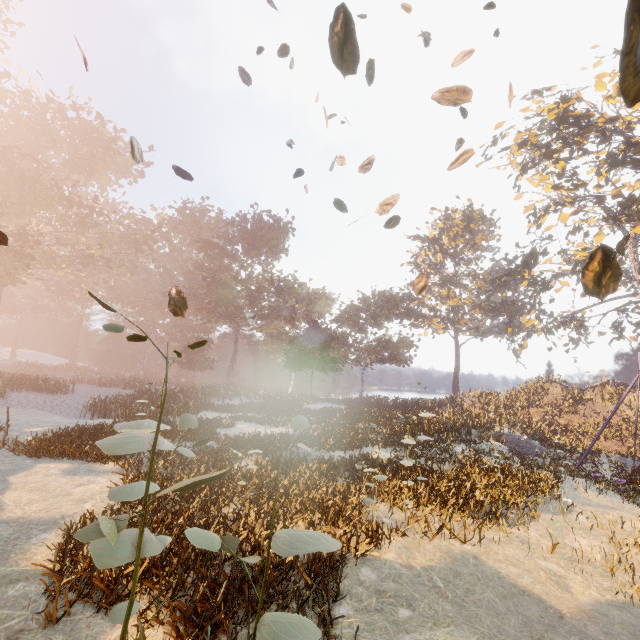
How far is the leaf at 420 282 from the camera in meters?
4.1

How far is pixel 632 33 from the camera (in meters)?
1.04

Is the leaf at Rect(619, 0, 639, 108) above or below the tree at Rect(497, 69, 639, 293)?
below

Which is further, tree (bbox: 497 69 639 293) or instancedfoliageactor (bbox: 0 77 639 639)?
tree (bbox: 497 69 639 293)

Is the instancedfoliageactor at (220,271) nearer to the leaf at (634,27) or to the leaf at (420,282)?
the leaf at (420,282)

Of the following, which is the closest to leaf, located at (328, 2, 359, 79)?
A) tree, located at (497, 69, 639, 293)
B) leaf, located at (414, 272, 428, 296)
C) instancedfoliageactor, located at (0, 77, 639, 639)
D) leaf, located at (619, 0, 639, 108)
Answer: leaf, located at (619, 0, 639, 108)

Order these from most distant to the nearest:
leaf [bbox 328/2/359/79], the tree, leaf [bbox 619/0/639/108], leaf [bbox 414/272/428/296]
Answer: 1. the tree
2. leaf [bbox 414/272/428/296]
3. leaf [bbox 328/2/359/79]
4. leaf [bbox 619/0/639/108]

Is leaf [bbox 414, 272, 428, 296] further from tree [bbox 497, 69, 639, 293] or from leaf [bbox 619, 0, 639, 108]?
tree [bbox 497, 69, 639, 293]
